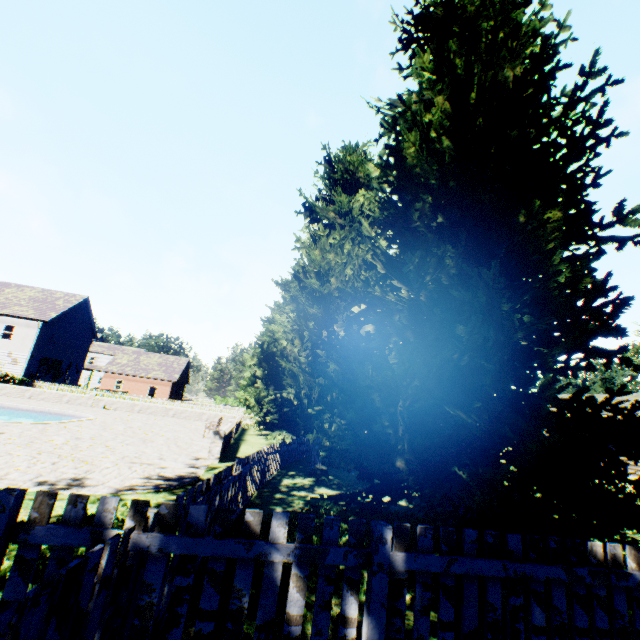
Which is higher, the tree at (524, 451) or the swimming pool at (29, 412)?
the tree at (524, 451)

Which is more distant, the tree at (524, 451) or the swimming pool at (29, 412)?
the swimming pool at (29, 412)

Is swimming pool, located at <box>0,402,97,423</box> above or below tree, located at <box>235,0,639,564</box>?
below

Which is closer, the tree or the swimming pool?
the tree

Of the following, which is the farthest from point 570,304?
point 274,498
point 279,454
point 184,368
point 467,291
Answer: point 184,368
